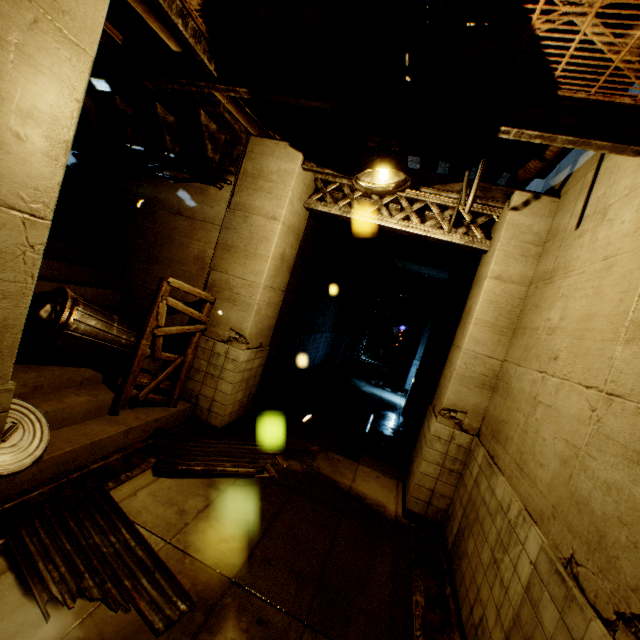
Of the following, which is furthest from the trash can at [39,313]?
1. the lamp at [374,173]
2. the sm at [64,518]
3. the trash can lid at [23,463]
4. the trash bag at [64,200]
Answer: the lamp at [374,173]

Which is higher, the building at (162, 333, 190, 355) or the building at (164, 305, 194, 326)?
the building at (164, 305, 194, 326)

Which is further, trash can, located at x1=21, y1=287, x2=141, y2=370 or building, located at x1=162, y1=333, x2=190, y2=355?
building, located at x1=162, y1=333, x2=190, y2=355

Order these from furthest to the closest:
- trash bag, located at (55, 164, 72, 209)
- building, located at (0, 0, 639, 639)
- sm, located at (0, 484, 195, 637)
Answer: trash bag, located at (55, 164, 72, 209) < sm, located at (0, 484, 195, 637) < building, located at (0, 0, 639, 639)

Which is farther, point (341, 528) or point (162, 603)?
point (341, 528)

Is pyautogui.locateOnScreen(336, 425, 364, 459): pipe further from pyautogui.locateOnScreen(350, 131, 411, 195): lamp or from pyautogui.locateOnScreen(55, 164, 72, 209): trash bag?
pyautogui.locateOnScreen(55, 164, 72, 209): trash bag

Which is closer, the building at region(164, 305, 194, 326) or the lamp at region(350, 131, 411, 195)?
the lamp at region(350, 131, 411, 195)

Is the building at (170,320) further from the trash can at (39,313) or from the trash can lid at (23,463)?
the trash can at (39,313)
